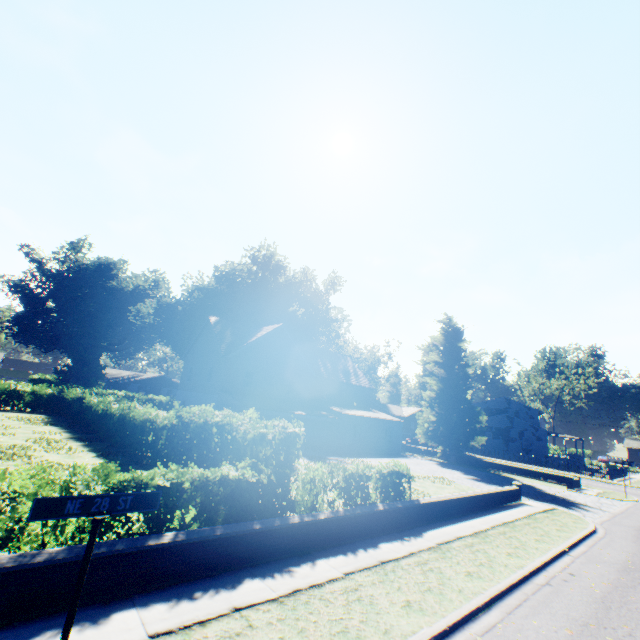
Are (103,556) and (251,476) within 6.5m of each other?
yes

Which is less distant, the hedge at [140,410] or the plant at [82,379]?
the hedge at [140,410]

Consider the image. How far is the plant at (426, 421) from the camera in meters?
32.9

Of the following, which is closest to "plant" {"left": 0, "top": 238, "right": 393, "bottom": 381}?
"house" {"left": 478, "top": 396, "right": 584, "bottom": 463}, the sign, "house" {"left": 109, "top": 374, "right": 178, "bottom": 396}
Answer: "house" {"left": 478, "top": 396, "right": 584, "bottom": 463}

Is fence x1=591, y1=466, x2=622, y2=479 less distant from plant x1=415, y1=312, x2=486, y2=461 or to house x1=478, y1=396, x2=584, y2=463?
plant x1=415, y1=312, x2=486, y2=461

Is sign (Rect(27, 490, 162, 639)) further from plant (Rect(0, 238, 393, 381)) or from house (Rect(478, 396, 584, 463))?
house (Rect(478, 396, 584, 463))

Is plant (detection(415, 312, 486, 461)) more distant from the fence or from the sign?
the sign

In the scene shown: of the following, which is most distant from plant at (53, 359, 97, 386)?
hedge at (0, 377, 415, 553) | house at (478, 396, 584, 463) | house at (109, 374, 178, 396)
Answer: hedge at (0, 377, 415, 553)
